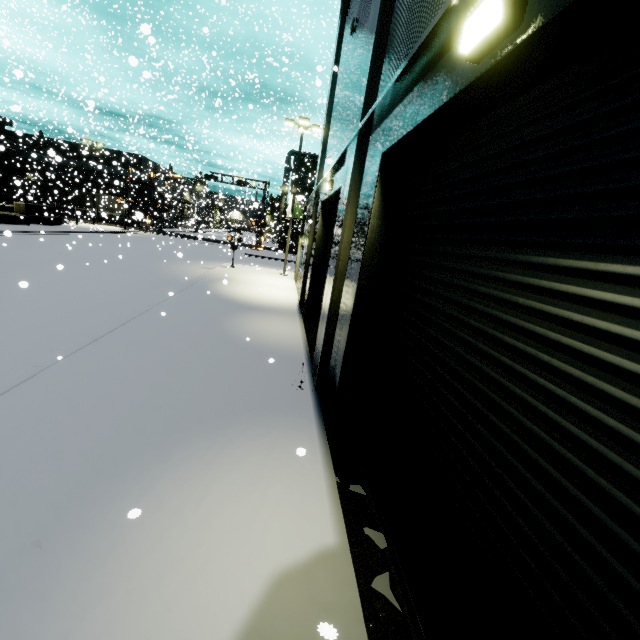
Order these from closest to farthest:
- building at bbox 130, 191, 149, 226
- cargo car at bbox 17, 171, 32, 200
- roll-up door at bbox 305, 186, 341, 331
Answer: building at bbox 130, 191, 149, 226
roll-up door at bbox 305, 186, 341, 331
cargo car at bbox 17, 171, 32, 200

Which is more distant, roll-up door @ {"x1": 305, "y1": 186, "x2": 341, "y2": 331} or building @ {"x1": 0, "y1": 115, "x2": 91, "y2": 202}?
building @ {"x1": 0, "y1": 115, "x2": 91, "y2": 202}

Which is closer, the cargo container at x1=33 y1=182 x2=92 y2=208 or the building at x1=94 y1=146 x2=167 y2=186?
the building at x1=94 y1=146 x2=167 y2=186

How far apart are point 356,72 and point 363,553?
9.7 meters

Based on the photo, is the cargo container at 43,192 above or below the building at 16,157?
below

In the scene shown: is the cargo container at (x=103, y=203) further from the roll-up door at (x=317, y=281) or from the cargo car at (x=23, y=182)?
the roll-up door at (x=317, y=281)

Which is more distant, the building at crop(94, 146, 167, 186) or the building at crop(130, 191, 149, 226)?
the building at crop(94, 146, 167, 186)

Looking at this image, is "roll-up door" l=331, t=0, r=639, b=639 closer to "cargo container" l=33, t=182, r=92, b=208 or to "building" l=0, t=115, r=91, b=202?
"building" l=0, t=115, r=91, b=202
